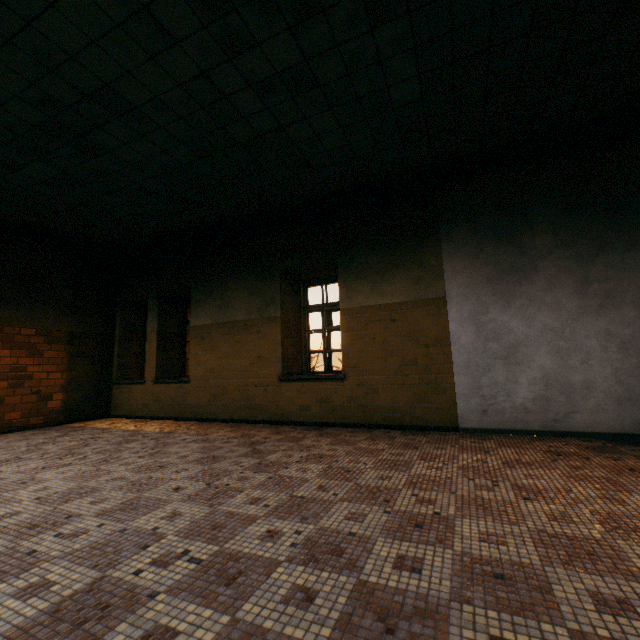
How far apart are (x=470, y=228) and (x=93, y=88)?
5.0 meters
